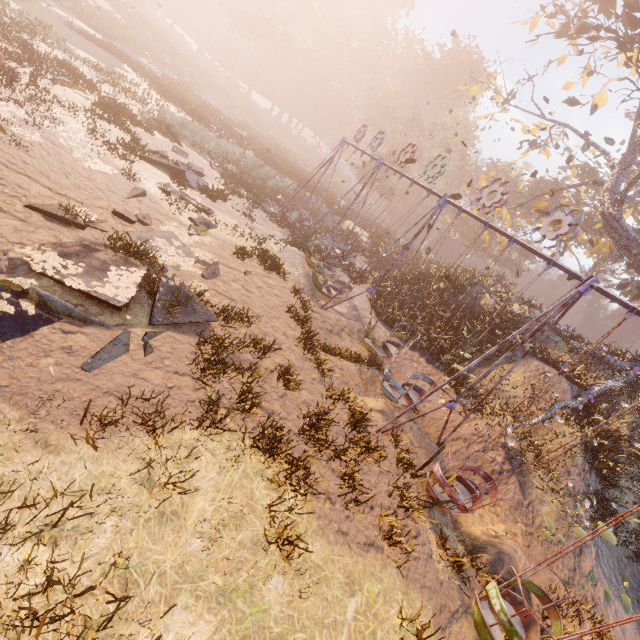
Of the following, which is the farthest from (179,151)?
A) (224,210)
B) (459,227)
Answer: (459,227)

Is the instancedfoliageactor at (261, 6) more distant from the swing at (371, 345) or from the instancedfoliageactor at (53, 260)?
the instancedfoliageactor at (53, 260)

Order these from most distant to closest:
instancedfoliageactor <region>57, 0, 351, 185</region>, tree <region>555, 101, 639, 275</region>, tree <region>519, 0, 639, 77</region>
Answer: instancedfoliageactor <region>57, 0, 351, 185</region>, tree <region>555, 101, 639, 275</region>, tree <region>519, 0, 639, 77</region>

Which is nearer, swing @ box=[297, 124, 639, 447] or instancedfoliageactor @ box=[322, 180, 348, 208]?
swing @ box=[297, 124, 639, 447]

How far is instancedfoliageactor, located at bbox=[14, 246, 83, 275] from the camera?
6.3 meters

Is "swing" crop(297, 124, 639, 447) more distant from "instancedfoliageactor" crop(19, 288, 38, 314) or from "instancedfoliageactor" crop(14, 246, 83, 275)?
"instancedfoliageactor" crop(19, 288, 38, 314)

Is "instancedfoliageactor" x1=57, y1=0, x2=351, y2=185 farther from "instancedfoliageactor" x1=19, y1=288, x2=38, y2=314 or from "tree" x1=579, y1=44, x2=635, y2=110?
"instancedfoliageactor" x1=19, y1=288, x2=38, y2=314

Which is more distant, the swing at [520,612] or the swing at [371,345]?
the swing at [371,345]
